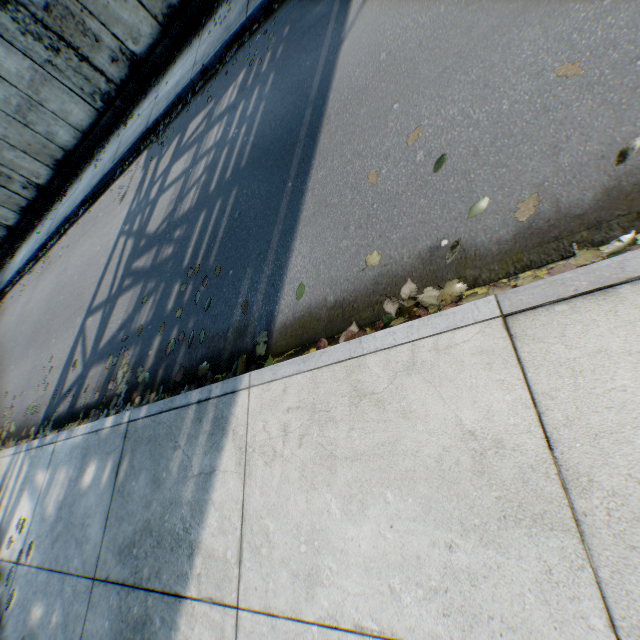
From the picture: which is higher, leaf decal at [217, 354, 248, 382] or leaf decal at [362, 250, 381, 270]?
leaf decal at [217, 354, 248, 382]

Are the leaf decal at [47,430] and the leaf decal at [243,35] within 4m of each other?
no

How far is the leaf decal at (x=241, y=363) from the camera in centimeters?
296cm

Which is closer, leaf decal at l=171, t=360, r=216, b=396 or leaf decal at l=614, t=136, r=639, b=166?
leaf decal at l=614, t=136, r=639, b=166

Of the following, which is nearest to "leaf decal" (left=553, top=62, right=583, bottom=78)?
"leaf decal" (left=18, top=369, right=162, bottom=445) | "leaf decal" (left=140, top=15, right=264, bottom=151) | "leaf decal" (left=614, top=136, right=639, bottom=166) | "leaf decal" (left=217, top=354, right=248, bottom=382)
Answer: "leaf decal" (left=614, top=136, right=639, bottom=166)

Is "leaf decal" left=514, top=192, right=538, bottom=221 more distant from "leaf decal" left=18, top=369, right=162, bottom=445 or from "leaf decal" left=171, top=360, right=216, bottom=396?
"leaf decal" left=18, top=369, right=162, bottom=445

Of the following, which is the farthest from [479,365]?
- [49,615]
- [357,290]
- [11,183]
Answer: [11,183]

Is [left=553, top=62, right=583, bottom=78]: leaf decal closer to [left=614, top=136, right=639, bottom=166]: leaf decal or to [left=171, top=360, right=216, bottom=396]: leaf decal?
[left=614, top=136, right=639, bottom=166]: leaf decal
